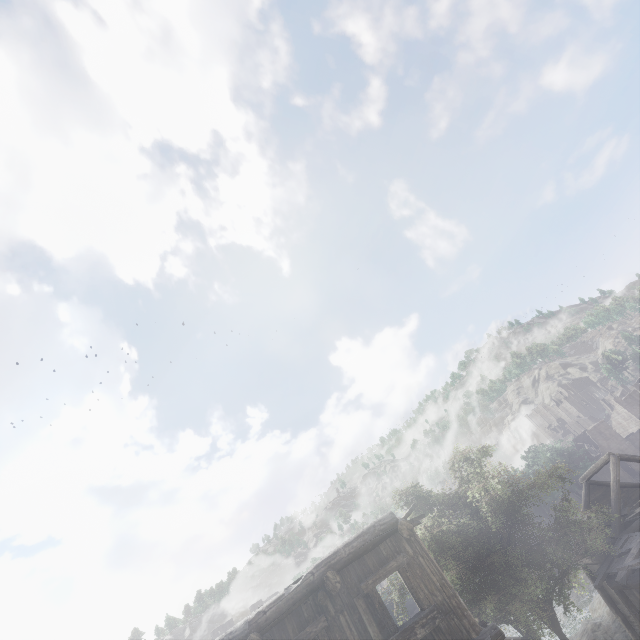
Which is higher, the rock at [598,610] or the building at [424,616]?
the building at [424,616]

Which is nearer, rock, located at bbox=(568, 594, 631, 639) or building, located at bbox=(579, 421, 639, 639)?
building, located at bbox=(579, 421, 639, 639)

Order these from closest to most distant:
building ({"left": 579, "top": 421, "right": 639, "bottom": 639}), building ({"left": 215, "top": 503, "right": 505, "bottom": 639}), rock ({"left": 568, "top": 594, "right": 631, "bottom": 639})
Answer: building ({"left": 215, "top": 503, "right": 505, "bottom": 639}) → building ({"left": 579, "top": 421, "right": 639, "bottom": 639}) → rock ({"left": 568, "top": 594, "right": 631, "bottom": 639})

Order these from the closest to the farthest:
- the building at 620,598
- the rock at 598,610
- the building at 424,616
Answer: the building at 424,616 → the building at 620,598 → the rock at 598,610

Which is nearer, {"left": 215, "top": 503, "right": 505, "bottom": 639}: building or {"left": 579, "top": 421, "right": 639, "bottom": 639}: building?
{"left": 215, "top": 503, "right": 505, "bottom": 639}: building

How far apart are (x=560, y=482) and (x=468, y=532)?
7.1m

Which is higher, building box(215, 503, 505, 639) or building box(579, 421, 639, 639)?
building box(215, 503, 505, 639)
